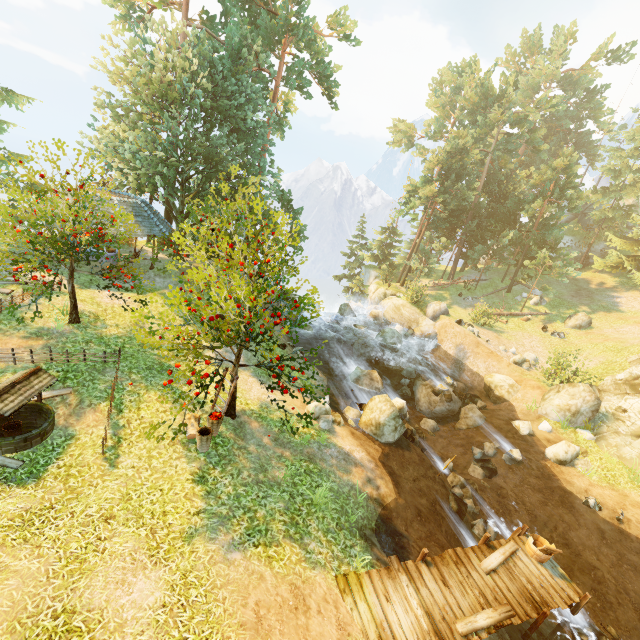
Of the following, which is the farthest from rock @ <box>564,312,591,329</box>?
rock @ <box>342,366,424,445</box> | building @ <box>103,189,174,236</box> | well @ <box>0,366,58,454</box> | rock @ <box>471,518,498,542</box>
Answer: well @ <box>0,366,58,454</box>

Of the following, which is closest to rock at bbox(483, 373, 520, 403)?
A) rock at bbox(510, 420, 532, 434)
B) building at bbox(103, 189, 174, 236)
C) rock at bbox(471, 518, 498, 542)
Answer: rock at bbox(510, 420, 532, 434)

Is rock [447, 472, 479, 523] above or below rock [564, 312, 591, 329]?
below

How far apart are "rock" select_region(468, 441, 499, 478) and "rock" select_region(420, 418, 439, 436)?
2.3 meters

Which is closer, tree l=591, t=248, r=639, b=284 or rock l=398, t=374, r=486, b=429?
rock l=398, t=374, r=486, b=429

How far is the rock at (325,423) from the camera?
13.12m

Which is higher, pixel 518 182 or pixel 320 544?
pixel 518 182

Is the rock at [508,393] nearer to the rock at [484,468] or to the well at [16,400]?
the rock at [484,468]
